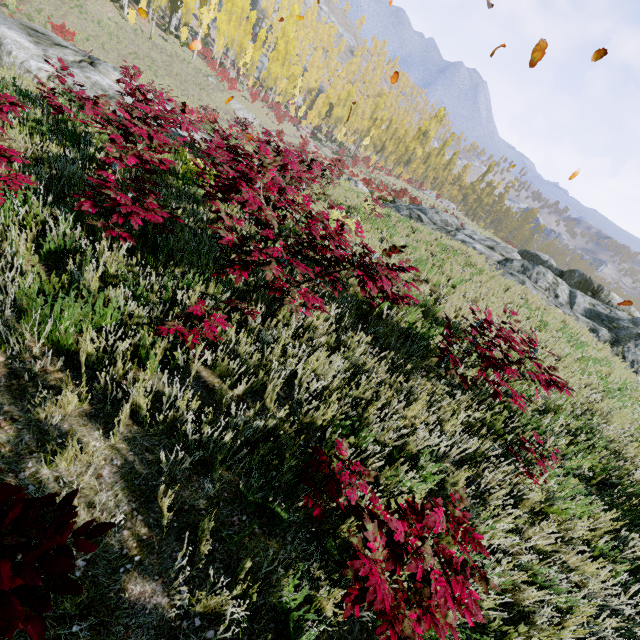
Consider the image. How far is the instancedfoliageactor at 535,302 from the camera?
10.8 meters

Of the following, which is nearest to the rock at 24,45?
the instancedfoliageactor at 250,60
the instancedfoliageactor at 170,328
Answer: the instancedfoliageactor at 250,60

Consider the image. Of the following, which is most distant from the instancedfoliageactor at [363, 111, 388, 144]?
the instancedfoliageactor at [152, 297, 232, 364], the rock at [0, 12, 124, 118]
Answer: the rock at [0, 12, 124, 118]

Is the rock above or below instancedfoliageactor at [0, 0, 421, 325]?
Result: below

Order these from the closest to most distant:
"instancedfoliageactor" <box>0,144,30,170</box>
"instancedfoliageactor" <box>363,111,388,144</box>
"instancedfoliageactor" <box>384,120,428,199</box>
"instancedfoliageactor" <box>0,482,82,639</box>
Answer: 1. "instancedfoliageactor" <box>0,482,82,639</box>
2. "instancedfoliageactor" <box>0,144,30,170</box>
3. "instancedfoliageactor" <box>384,120,428,199</box>
4. "instancedfoliageactor" <box>363,111,388,144</box>

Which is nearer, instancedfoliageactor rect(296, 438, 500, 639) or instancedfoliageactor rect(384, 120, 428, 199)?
instancedfoliageactor rect(296, 438, 500, 639)

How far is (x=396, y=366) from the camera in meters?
4.7
